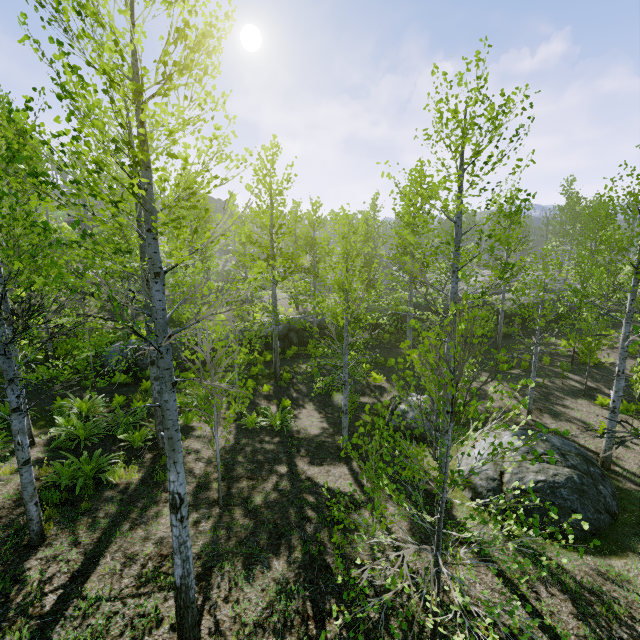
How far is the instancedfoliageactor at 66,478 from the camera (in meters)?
7.48

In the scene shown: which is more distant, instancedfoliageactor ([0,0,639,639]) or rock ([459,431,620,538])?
rock ([459,431,620,538])

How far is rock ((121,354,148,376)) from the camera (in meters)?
15.34

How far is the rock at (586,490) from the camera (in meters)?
7.45

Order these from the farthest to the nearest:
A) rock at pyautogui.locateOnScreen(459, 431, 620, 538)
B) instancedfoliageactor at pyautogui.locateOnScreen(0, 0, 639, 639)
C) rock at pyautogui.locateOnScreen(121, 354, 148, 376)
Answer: rock at pyautogui.locateOnScreen(121, 354, 148, 376) < rock at pyautogui.locateOnScreen(459, 431, 620, 538) < instancedfoliageactor at pyautogui.locateOnScreen(0, 0, 639, 639)

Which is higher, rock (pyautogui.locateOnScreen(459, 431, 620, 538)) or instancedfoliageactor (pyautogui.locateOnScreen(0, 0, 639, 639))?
instancedfoliageactor (pyautogui.locateOnScreen(0, 0, 639, 639))

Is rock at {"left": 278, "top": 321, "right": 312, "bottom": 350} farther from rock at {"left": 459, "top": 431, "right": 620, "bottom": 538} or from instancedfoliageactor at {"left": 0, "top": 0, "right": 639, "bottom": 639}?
rock at {"left": 459, "top": 431, "right": 620, "bottom": 538}

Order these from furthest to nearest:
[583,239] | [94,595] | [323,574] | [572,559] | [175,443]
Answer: [583,239] < [572,559] < [323,574] < [94,595] < [175,443]
